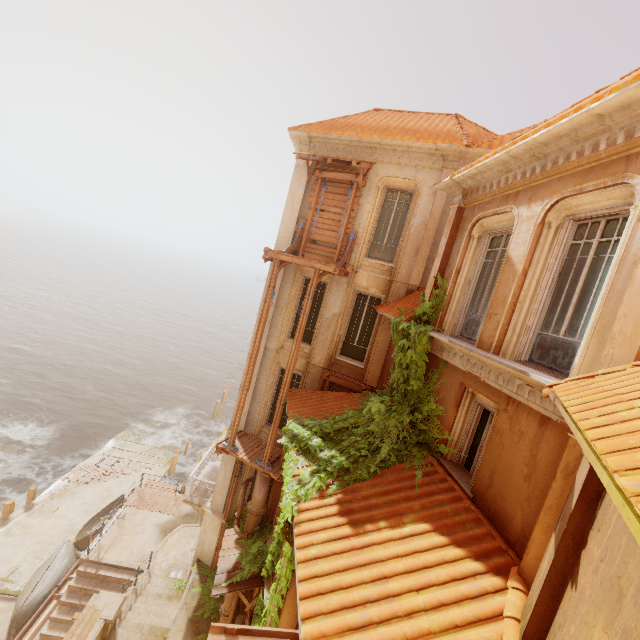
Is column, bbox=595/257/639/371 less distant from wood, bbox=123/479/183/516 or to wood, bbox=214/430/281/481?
wood, bbox=214/430/281/481

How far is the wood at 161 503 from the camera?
19.0m

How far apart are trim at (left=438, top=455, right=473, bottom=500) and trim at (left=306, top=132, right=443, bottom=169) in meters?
8.8 m

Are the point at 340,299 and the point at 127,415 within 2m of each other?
no

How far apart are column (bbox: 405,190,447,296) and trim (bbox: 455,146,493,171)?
0.1 meters

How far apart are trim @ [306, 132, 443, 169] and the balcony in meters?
15.5 m

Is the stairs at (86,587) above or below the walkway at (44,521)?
above

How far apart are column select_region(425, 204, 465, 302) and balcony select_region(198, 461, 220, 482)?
12.93m
